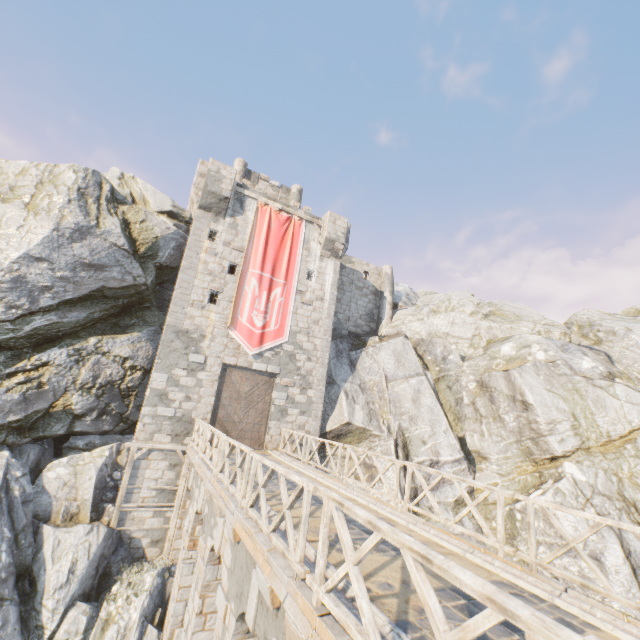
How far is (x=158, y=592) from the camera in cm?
1187

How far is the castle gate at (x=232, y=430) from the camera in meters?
16.0 m

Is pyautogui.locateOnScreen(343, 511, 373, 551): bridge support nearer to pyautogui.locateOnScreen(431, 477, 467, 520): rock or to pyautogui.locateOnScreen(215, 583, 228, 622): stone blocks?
pyautogui.locateOnScreen(431, 477, 467, 520): rock

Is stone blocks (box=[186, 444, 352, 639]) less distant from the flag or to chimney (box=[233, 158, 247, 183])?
the flag

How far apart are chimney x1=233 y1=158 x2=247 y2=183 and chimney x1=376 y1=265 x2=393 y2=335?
11.9 meters

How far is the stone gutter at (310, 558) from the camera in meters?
4.7

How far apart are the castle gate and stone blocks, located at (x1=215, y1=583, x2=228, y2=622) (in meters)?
8.66

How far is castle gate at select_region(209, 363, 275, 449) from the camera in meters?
16.0
